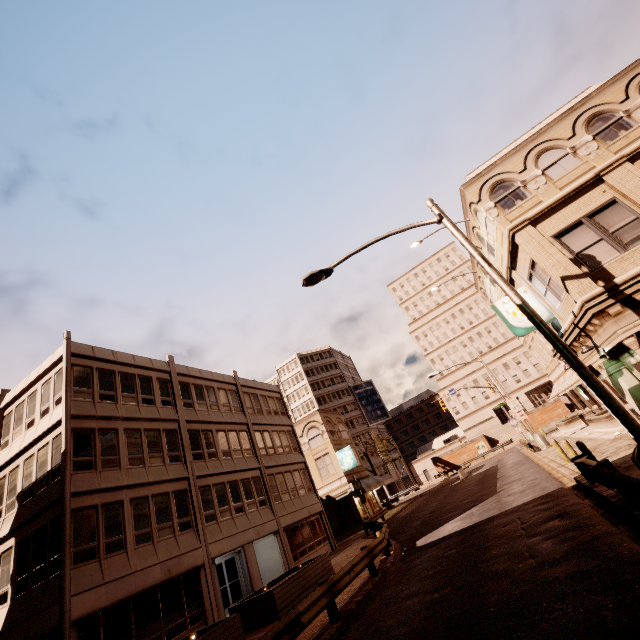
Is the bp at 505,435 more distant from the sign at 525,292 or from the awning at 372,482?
the sign at 525,292

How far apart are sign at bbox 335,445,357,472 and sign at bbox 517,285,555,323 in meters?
27.3 m

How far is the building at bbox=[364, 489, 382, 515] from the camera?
37.4m

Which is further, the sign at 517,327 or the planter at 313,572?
the sign at 517,327

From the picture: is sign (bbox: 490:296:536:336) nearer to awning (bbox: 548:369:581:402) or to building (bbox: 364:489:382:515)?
awning (bbox: 548:369:581:402)

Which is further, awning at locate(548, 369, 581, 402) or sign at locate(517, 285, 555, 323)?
awning at locate(548, 369, 581, 402)

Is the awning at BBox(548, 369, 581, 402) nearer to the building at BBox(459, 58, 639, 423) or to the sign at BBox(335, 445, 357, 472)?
the building at BBox(459, 58, 639, 423)

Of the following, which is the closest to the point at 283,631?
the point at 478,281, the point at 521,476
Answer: the point at 521,476
